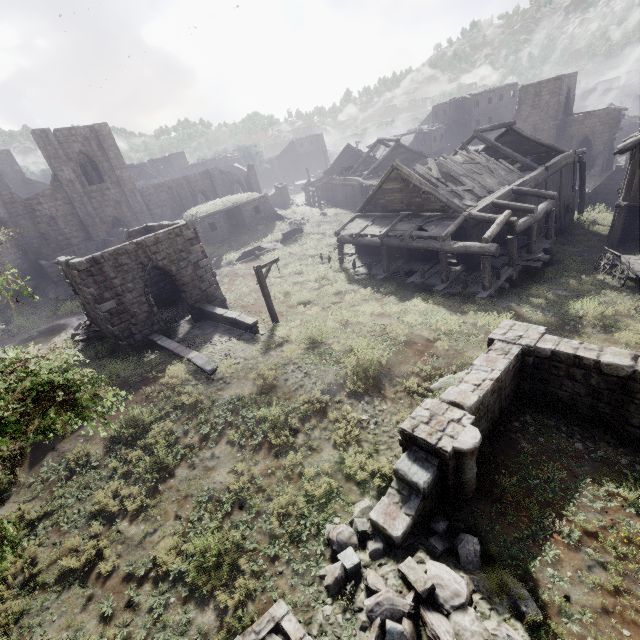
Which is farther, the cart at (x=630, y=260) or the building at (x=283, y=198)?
the building at (x=283, y=198)

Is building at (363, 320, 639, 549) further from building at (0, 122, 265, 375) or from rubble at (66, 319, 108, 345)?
rubble at (66, 319, 108, 345)

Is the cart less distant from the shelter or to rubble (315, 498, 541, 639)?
rubble (315, 498, 541, 639)

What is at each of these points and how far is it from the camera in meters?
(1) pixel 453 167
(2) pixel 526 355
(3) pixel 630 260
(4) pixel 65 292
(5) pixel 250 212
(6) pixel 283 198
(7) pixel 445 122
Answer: (1) wooden plank rubble, 21.0 m
(2) building, 9.6 m
(3) cart, 16.8 m
(4) rubble, 25.2 m
(5) shelter, 33.9 m
(6) building, 46.6 m
(7) building, 54.4 m

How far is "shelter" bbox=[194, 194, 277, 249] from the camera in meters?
30.6

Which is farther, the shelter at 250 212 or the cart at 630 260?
the shelter at 250 212

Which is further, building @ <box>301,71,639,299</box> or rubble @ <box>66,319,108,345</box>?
rubble @ <box>66,319,108,345</box>

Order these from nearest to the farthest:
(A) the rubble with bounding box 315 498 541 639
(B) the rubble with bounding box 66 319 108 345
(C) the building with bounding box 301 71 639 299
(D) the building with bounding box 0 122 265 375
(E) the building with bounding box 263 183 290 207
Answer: (A) the rubble with bounding box 315 498 541 639, (D) the building with bounding box 0 122 265 375, (C) the building with bounding box 301 71 639 299, (B) the rubble with bounding box 66 319 108 345, (E) the building with bounding box 263 183 290 207
